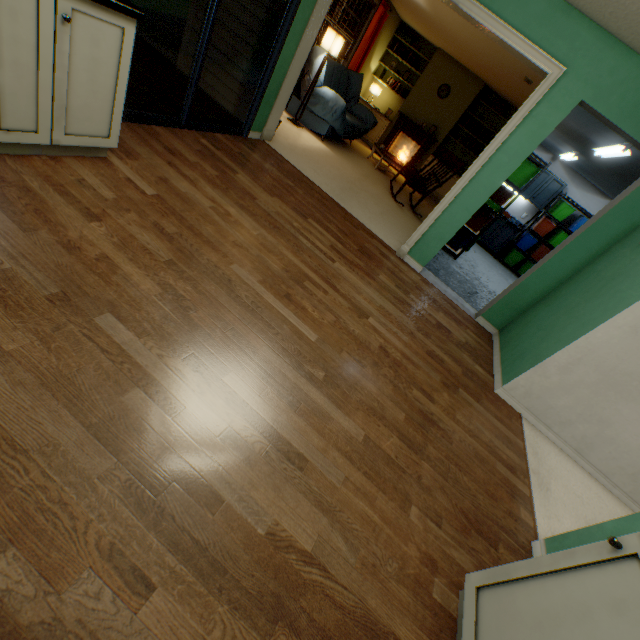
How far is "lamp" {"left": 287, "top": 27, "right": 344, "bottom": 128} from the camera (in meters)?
4.99

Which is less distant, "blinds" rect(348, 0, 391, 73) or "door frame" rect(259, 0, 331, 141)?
"door frame" rect(259, 0, 331, 141)

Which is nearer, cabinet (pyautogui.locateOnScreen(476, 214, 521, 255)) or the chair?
the chair

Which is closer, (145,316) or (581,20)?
(145,316)

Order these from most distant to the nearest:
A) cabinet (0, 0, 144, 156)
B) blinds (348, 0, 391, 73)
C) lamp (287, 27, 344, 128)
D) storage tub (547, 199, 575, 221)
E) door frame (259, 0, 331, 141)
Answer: storage tub (547, 199, 575, 221), blinds (348, 0, 391, 73), lamp (287, 27, 344, 128), door frame (259, 0, 331, 141), cabinet (0, 0, 144, 156)

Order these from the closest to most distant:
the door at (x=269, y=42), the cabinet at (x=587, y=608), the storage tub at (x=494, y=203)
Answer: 1. the cabinet at (x=587, y=608)
2. the door at (x=269, y=42)
3. the storage tub at (x=494, y=203)

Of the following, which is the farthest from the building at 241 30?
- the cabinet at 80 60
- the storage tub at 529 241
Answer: the storage tub at 529 241

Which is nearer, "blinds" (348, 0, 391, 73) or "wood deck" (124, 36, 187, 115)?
"wood deck" (124, 36, 187, 115)
